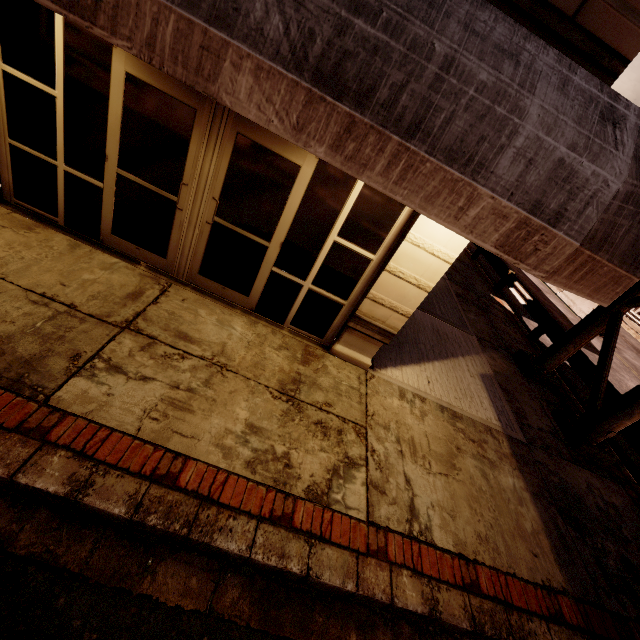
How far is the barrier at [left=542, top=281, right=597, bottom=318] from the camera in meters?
18.0 m

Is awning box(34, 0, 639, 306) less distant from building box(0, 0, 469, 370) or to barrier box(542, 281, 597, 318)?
building box(0, 0, 469, 370)

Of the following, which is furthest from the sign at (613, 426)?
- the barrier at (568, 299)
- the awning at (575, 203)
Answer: the barrier at (568, 299)

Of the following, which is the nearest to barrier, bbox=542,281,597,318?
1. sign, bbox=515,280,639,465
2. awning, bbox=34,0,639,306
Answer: sign, bbox=515,280,639,465

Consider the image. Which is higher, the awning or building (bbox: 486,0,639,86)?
building (bbox: 486,0,639,86)

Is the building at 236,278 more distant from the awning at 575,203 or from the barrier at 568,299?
the barrier at 568,299

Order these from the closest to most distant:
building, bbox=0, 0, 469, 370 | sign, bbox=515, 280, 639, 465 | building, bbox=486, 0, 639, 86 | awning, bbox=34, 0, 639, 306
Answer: awning, bbox=34, 0, 639, 306 < building, bbox=486, 0, 639, 86 < building, bbox=0, 0, 469, 370 < sign, bbox=515, 280, 639, 465

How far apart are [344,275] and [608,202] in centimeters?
304cm
